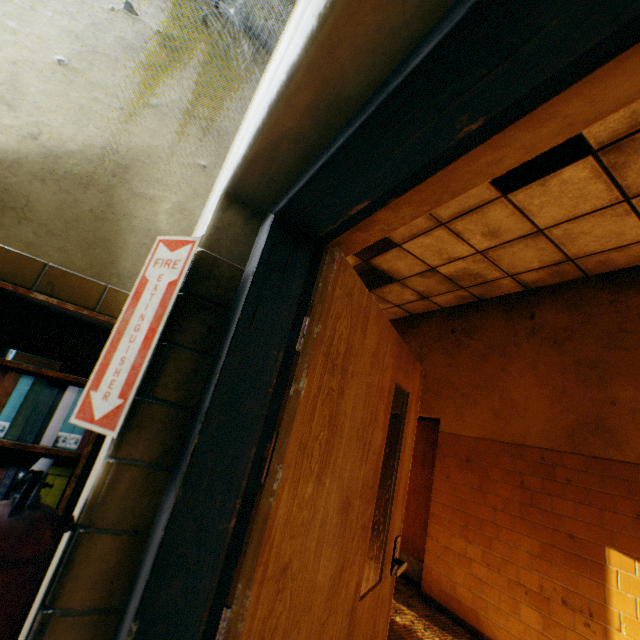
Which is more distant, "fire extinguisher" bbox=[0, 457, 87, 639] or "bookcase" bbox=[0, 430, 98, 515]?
"bookcase" bbox=[0, 430, 98, 515]

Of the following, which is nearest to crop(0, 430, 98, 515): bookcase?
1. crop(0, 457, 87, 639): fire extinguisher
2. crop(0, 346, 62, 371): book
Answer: crop(0, 346, 62, 371): book

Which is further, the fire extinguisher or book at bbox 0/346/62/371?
book at bbox 0/346/62/371

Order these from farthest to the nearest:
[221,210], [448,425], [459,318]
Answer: [459,318] < [448,425] < [221,210]

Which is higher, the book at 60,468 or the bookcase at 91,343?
the bookcase at 91,343

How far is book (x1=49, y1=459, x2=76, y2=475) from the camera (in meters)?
1.16

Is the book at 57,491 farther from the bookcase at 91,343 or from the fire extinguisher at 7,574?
the fire extinguisher at 7,574

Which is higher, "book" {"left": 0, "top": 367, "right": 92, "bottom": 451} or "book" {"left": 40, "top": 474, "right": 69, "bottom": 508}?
"book" {"left": 0, "top": 367, "right": 92, "bottom": 451}
